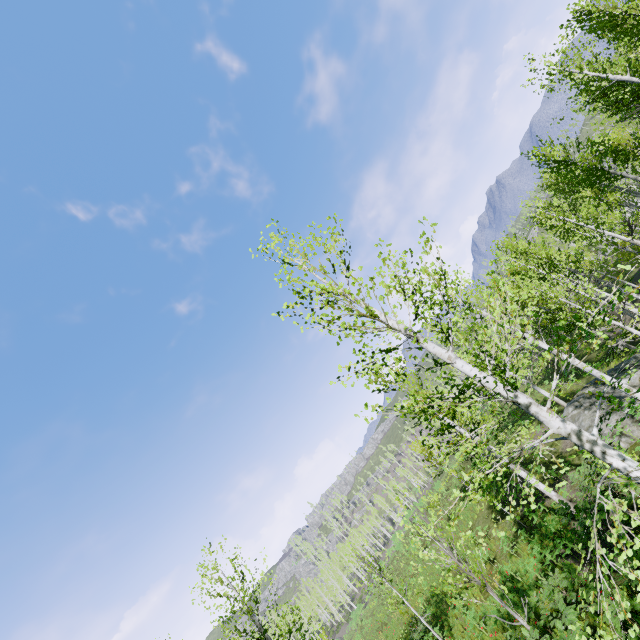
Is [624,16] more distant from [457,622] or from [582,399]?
[457,622]

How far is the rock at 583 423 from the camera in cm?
1695

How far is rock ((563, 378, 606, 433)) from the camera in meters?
17.0

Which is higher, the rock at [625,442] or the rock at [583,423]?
the rock at [583,423]

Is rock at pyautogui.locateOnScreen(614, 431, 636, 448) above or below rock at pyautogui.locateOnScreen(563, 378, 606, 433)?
below

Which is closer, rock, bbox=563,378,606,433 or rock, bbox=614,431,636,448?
rock, bbox=614,431,636,448
